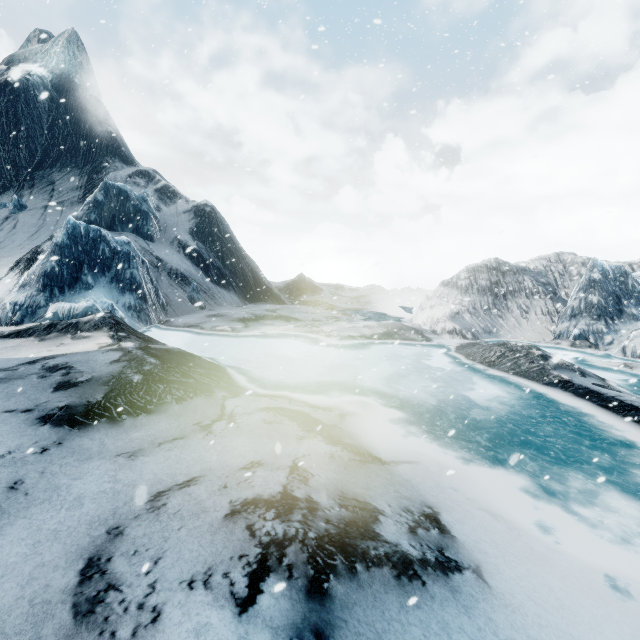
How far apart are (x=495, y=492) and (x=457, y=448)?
1.4 meters
